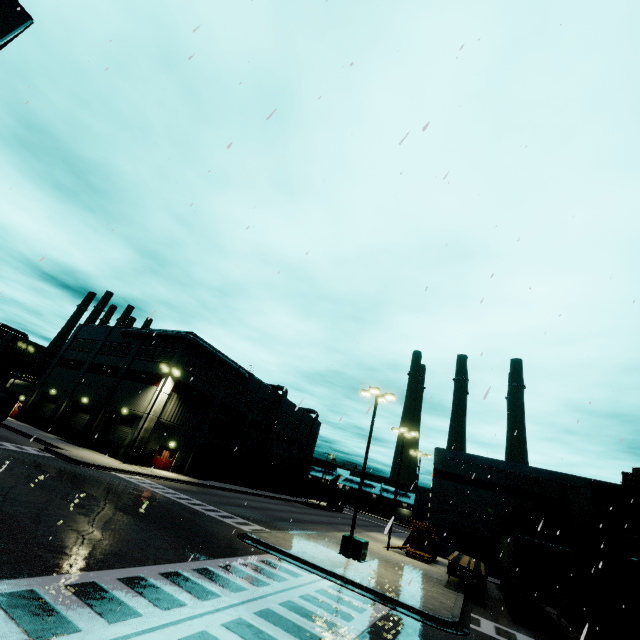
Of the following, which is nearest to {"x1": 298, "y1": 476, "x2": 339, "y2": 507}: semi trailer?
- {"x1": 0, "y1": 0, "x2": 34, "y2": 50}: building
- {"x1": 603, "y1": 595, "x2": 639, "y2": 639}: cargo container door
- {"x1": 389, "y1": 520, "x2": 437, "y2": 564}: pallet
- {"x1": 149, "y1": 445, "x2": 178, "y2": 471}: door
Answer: {"x1": 0, "y1": 0, "x2": 34, "y2": 50}: building

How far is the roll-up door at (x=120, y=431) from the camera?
34.00m

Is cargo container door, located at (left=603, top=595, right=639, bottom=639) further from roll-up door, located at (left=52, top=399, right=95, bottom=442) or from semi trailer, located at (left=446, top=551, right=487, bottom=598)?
roll-up door, located at (left=52, top=399, right=95, bottom=442)

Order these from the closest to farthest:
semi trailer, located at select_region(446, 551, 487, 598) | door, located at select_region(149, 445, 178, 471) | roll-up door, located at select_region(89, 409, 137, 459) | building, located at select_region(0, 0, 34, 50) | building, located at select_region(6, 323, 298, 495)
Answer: building, located at select_region(0, 0, 34, 50) < semi trailer, located at select_region(446, 551, 487, 598) < roll-up door, located at select_region(89, 409, 137, 459) < door, located at select_region(149, 445, 178, 471) < building, located at select_region(6, 323, 298, 495)

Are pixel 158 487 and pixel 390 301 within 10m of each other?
no

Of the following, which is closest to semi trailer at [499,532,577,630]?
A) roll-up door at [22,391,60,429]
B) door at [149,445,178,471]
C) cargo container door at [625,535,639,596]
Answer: roll-up door at [22,391,60,429]

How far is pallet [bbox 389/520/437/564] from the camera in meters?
26.4

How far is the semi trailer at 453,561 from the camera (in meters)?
19.27
